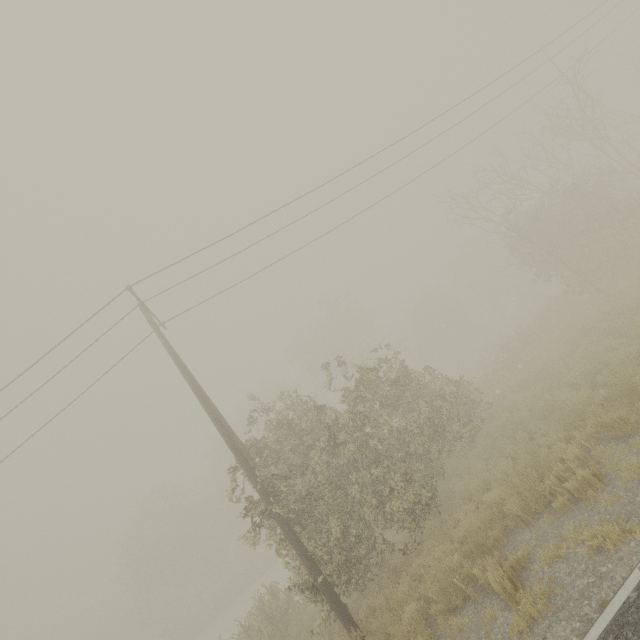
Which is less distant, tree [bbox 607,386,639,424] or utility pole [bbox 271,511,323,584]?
tree [bbox 607,386,639,424]

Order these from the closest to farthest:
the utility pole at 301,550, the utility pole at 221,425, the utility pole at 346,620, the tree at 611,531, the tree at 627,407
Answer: the tree at 611,531 < the tree at 627,407 < the utility pole at 346,620 < the utility pole at 301,550 < the utility pole at 221,425

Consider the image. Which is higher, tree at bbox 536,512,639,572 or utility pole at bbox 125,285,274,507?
utility pole at bbox 125,285,274,507

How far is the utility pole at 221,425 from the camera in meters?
9.1 m

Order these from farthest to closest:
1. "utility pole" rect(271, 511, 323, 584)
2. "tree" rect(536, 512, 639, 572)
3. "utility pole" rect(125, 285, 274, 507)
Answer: "utility pole" rect(125, 285, 274, 507), "utility pole" rect(271, 511, 323, 584), "tree" rect(536, 512, 639, 572)

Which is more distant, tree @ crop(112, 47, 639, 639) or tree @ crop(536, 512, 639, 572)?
tree @ crop(112, 47, 639, 639)

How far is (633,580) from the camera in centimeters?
391cm
